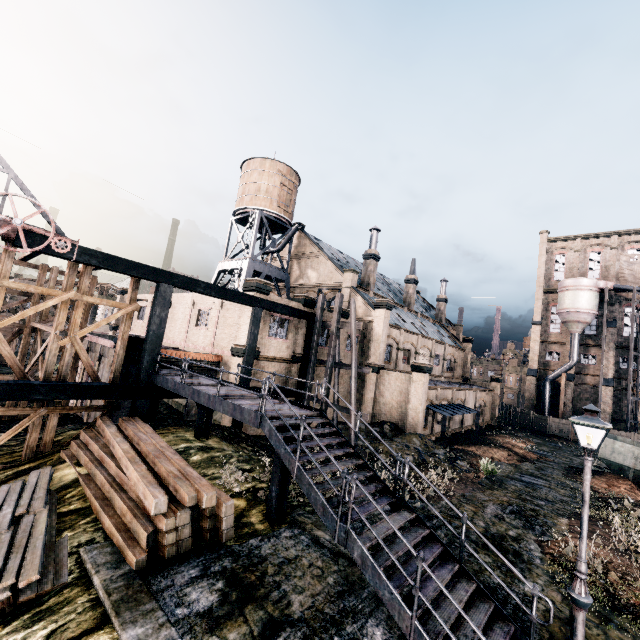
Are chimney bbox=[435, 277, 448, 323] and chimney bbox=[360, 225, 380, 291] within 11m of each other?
no

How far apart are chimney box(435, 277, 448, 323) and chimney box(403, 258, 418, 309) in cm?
1080

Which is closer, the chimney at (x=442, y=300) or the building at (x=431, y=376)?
the building at (x=431, y=376)

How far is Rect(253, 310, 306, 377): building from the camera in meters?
22.5

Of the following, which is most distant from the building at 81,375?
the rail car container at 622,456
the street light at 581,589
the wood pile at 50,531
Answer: the street light at 581,589

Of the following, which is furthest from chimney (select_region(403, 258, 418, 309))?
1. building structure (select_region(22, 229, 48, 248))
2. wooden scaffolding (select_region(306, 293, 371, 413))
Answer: wooden scaffolding (select_region(306, 293, 371, 413))

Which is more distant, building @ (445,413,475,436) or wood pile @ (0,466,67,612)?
building @ (445,413,475,436)

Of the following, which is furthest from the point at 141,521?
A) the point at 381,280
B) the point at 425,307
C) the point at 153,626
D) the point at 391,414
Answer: the point at 425,307
